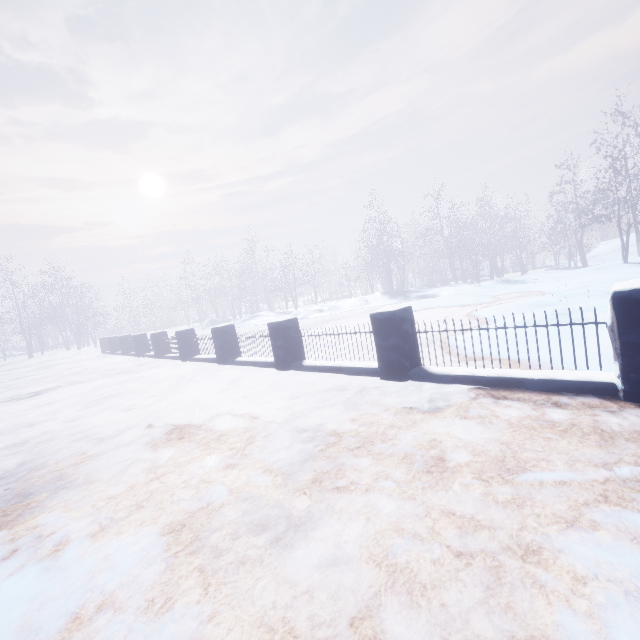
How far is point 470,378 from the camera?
3.5 meters
